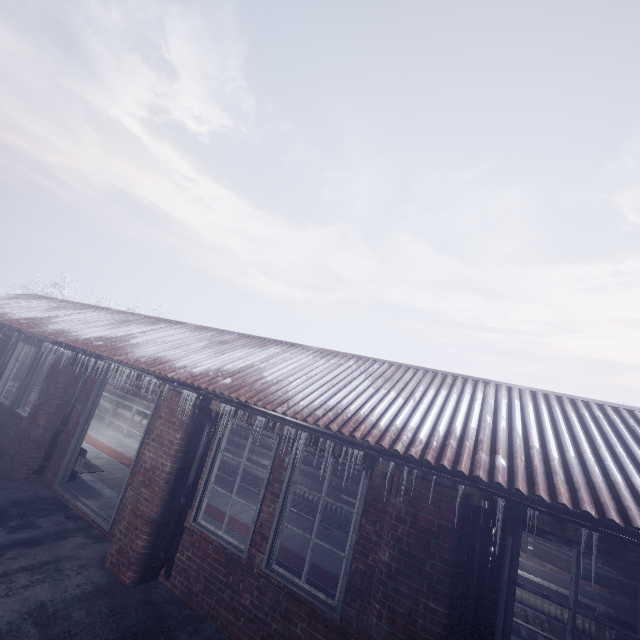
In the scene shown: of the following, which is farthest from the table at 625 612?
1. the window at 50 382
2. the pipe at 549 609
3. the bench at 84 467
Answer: the window at 50 382

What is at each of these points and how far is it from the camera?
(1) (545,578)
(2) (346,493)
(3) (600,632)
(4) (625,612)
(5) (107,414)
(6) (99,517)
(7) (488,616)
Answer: (1) table, 4.43m
(2) table, 5.93m
(3) table, 3.96m
(4) table, 4.02m
(5) table, 9.27m
(6) door, 4.57m
(7) window, 2.49m

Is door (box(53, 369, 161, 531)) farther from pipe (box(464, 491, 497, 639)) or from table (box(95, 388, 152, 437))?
pipe (box(464, 491, 497, 639))

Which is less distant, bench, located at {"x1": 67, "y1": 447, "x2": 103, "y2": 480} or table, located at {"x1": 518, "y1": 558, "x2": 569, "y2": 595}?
table, located at {"x1": 518, "y1": 558, "x2": 569, "y2": 595}

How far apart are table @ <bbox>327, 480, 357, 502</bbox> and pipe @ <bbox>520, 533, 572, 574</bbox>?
0.1m

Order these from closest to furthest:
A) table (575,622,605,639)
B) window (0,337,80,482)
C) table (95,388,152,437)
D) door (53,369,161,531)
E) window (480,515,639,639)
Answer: window (480,515,639,639), table (575,622,605,639), door (53,369,161,531), window (0,337,80,482), table (95,388,152,437)

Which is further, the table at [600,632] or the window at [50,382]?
the window at [50,382]

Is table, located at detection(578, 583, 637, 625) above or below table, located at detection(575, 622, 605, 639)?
above
